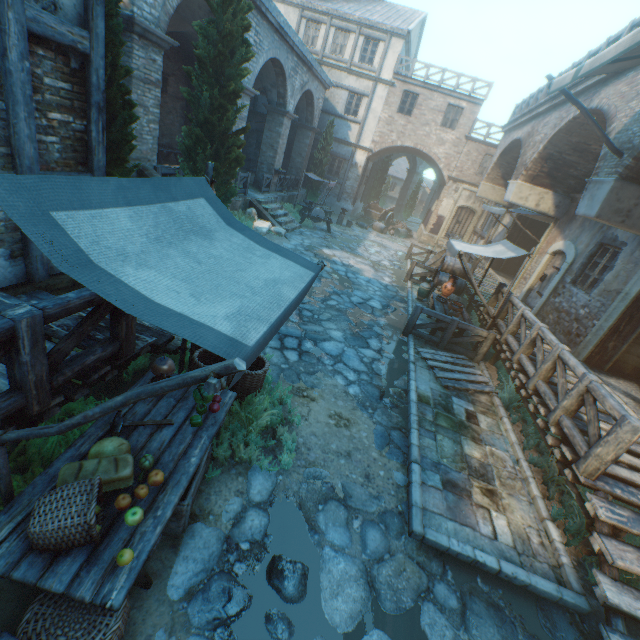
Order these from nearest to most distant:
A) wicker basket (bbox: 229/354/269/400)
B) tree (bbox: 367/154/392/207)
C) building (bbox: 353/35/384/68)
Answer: wicker basket (bbox: 229/354/269/400) → building (bbox: 353/35/384/68) → tree (bbox: 367/154/392/207)

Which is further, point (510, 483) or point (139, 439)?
point (510, 483)

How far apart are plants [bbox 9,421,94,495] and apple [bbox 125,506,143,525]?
1.11m

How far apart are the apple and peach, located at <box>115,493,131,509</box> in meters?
0.1 m

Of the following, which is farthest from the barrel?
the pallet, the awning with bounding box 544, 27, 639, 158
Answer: the awning with bounding box 544, 27, 639, 158

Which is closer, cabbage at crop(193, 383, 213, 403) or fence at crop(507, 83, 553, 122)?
cabbage at crop(193, 383, 213, 403)

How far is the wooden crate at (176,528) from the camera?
2.96m

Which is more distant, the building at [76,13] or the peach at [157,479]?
the building at [76,13]
